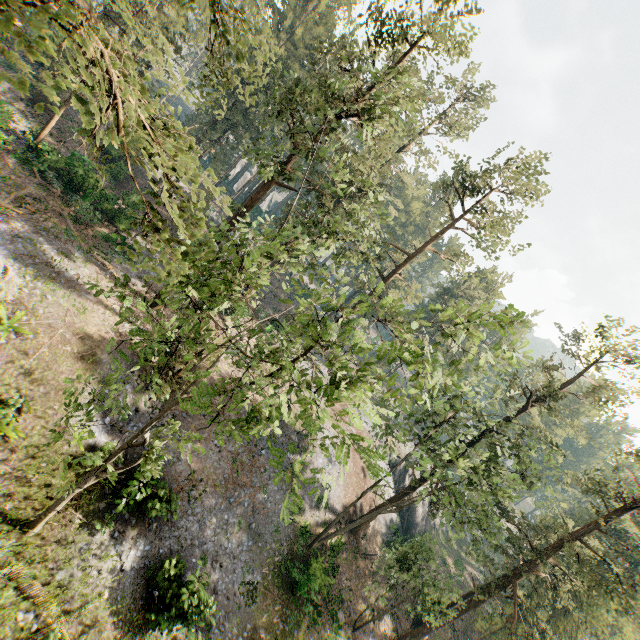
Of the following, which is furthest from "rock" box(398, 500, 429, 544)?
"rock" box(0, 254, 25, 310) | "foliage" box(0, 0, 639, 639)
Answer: "rock" box(0, 254, 25, 310)

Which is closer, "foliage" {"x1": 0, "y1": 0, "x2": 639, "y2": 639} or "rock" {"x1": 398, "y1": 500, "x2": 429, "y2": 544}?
"foliage" {"x1": 0, "y1": 0, "x2": 639, "y2": 639}

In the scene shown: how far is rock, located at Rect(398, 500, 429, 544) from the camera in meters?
40.5

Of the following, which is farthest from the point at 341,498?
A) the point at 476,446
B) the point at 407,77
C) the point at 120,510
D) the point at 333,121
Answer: the point at 407,77

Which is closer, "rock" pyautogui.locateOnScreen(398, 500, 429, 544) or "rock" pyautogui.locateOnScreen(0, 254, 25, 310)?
"rock" pyautogui.locateOnScreen(0, 254, 25, 310)

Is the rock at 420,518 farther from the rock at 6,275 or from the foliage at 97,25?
the rock at 6,275
